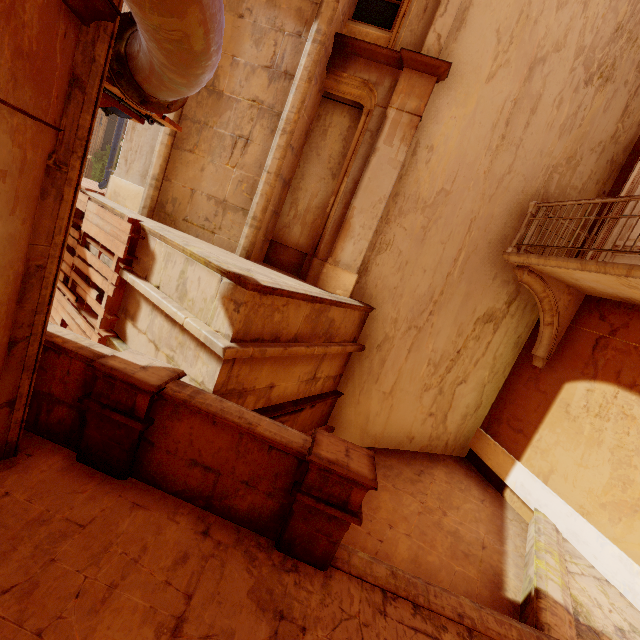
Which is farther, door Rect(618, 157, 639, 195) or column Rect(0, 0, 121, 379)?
door Rect(618, 157, 639, 195)

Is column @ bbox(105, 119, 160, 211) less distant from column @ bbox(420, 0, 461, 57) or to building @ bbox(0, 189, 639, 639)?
building @ bbox(0, 189, 639, 639)

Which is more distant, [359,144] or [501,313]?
[501,313]

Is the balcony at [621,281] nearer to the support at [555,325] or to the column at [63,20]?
the support at [555,325]

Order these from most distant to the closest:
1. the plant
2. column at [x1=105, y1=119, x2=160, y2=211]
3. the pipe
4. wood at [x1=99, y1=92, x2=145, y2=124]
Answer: the plant < column at [x1=105, y1=119, x2=160, y2=211] < wood at [x1=99, y1=92, x2=145, y2=124] < the pipe

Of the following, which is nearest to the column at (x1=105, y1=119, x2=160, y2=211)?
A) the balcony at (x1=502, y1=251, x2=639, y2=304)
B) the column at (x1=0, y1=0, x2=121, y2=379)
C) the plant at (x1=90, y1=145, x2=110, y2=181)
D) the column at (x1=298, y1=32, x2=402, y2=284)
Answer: the column at (x1=298, y1=32, x2=402, y2=284)

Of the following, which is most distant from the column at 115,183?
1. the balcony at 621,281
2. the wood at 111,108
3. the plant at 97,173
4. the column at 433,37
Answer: the plant at 97,173

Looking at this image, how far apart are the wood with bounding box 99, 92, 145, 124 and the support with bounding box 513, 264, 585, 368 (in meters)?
6.95
